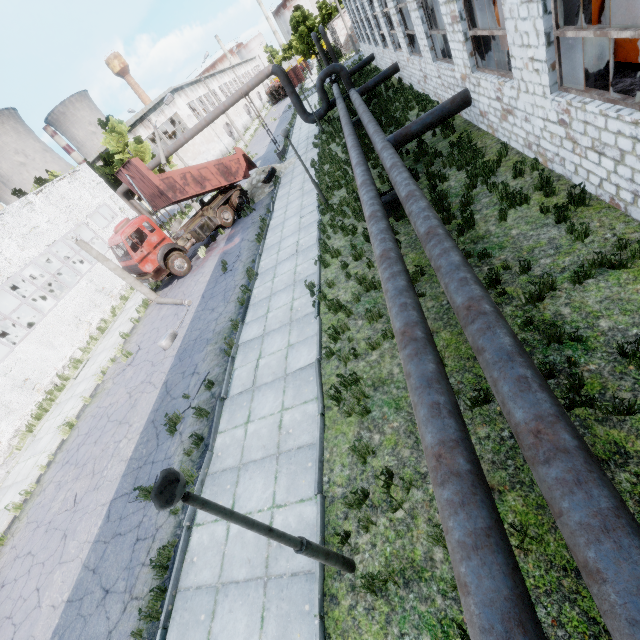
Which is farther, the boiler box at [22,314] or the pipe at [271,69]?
the boiler box at [22,314]

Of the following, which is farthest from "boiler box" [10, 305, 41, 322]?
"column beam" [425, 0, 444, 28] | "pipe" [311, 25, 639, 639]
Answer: "column beam" [425, 0, 444, 28]

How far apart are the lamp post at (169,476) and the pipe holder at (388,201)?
9.0m

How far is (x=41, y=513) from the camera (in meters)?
9.90

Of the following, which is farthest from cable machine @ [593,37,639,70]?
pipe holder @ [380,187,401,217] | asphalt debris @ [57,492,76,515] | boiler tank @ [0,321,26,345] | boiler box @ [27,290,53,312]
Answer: boiler box @ [27,290,53,312]

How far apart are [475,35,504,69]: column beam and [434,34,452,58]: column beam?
4.0m

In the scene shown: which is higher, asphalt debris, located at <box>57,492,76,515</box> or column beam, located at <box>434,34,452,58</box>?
column beam, located at <box>434,34,452,58</box>

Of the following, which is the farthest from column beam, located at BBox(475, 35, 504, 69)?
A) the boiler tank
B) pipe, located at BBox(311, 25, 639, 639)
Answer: the boiler tank
